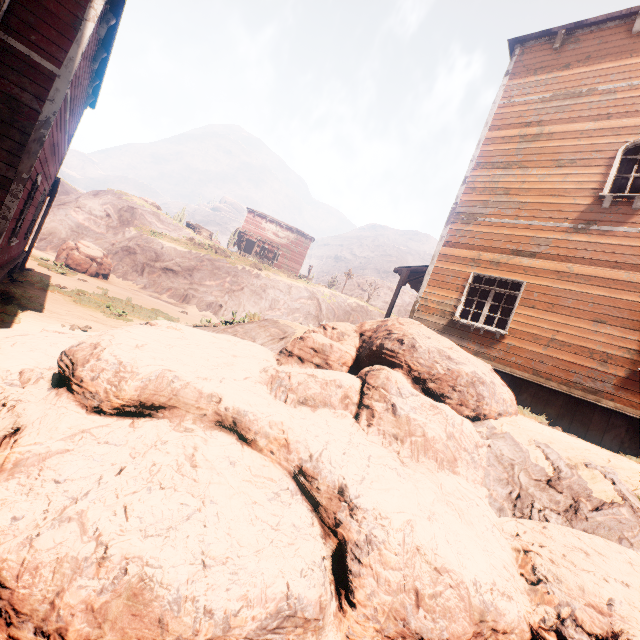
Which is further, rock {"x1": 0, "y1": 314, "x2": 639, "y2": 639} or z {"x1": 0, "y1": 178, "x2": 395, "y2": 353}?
z {"x1": 0, "y1": 178, "x2": 395, "y2": 353}

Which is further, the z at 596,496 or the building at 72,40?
the building at 72,40

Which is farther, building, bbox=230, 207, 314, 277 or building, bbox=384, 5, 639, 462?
building, bbox=230, 207, 314, 277

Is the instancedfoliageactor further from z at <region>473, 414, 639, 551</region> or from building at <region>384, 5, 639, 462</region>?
building at <region>384, 5, 639, 462</region>

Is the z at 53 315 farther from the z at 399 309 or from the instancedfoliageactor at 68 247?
the z at 399 309

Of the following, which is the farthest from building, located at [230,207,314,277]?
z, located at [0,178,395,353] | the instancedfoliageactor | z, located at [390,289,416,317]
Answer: z, located at [390,289,416,317]

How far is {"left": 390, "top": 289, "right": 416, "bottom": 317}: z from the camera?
54.50m

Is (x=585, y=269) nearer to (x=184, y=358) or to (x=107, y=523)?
(x=184, y=358)
